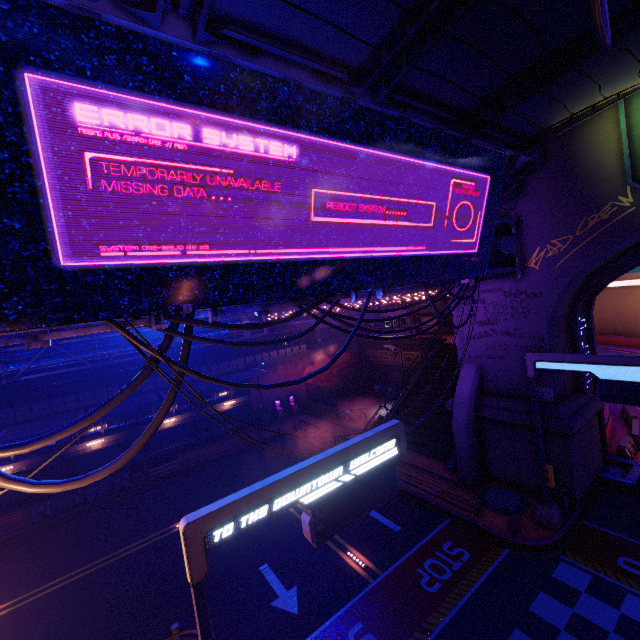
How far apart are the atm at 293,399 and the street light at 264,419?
2.00m

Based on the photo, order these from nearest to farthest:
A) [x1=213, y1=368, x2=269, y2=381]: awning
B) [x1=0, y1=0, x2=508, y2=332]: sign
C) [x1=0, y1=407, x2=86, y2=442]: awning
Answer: [x1=0, y1=0, x2=508, y2=332]: sign < [x1=0, y1=407, x2=86, y2=442]: awning < [x1=213, y1=368, x2=269, y2=381]: awning

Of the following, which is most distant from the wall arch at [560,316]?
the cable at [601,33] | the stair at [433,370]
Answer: the cable at [601,33]

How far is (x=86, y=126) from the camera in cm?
471

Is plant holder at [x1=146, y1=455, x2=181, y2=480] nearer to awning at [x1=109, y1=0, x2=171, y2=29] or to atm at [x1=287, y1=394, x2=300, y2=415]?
atm at [x1=287, y1=394, x2=300, y2=415]

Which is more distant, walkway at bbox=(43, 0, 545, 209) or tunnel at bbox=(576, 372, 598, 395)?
tunnel at bbox=(576, 372, 598, 395)

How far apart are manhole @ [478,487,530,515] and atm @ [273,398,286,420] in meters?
19.0 m

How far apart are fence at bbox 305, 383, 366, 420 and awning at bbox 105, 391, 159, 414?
14.1 meters
